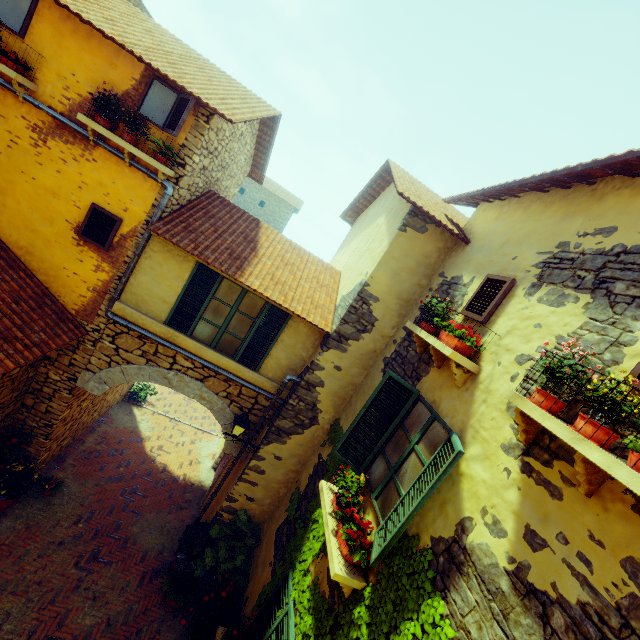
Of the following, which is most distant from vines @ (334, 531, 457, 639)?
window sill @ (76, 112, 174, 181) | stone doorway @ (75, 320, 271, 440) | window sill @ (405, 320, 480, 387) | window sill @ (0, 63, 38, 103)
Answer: window sill @ (0, 63, 38, 103)

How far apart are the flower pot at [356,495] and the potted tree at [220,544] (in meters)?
4.14

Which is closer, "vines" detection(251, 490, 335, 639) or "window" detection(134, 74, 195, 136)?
"vines" detection(251, 490, 335, 639)

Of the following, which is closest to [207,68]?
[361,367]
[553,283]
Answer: [361,367]

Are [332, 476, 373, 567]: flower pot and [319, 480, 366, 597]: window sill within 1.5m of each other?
yes

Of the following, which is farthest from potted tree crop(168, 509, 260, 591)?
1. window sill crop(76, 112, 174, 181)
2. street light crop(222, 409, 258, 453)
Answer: window sill crop(76, 112, 174, 181)

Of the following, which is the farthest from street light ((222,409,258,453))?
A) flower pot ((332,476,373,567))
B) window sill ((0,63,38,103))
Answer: window sill ((0,63,38,103))

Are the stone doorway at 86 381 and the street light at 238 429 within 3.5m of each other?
yes
